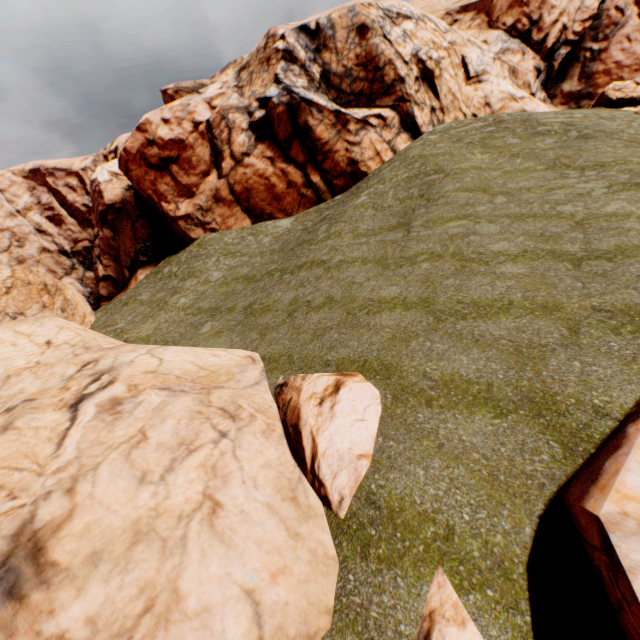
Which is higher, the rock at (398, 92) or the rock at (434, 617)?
the rock at (398, 92)

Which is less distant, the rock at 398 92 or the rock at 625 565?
the rock at 625 565

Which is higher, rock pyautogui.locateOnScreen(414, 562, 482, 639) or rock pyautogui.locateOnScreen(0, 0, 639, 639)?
rock pyautogui.locateOnScreen(0, 0, 639, 639)

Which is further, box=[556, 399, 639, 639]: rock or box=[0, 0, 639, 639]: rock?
box=[0, 0, 639, 639]: rock

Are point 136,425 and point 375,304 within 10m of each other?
yes
